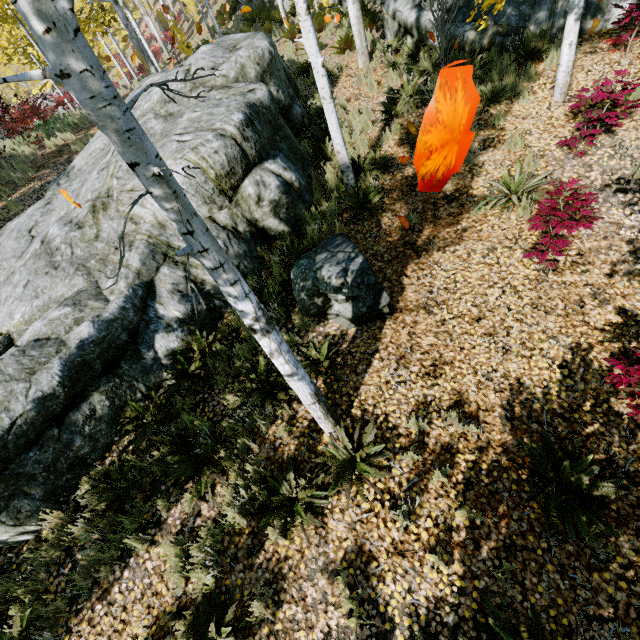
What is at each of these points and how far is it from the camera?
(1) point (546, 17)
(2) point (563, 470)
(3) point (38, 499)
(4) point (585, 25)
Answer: (1) rock, 7.2 meters
(2) instancedfoliageactor, 3.6 meters
(3) rock, 4.3 meters
(4) rock, 6.8 meters

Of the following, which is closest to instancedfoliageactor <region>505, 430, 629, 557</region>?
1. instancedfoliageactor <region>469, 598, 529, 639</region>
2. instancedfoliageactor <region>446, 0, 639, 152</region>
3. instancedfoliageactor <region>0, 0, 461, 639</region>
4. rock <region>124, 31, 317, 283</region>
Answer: instancedfoliageactor <region>469, 598, 529, 639</region>

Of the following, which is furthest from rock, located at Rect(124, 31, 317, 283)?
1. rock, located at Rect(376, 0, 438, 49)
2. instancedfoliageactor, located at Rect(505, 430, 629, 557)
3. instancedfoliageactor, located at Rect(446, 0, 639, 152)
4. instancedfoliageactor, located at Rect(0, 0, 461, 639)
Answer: instancedfoliageactor, located at Rect(446, 0, 639, 152)

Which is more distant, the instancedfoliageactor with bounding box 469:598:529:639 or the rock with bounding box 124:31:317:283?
the rock with bounding box 124:31:317:283

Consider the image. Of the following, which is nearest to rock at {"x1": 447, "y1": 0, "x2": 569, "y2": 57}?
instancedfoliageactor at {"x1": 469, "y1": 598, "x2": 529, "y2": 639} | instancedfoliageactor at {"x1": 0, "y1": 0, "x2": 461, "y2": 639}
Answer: instancedfoliageactor at {"x1": 0, "y1": 0, "x2": 461, "y2": 639}

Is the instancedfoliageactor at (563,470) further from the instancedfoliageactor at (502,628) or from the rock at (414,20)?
the rock at (414,20)

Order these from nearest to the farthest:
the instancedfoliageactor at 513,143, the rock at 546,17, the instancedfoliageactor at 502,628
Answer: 1. the instancedfoliageactor at 502,628
2. the instancedfoliageactor at 513,143
3. the rock at 546,17

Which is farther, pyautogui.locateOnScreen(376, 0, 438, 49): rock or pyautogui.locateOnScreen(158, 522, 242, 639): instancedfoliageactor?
pyautogui.locateOnScreen(376, 0, 438, 49): rock
